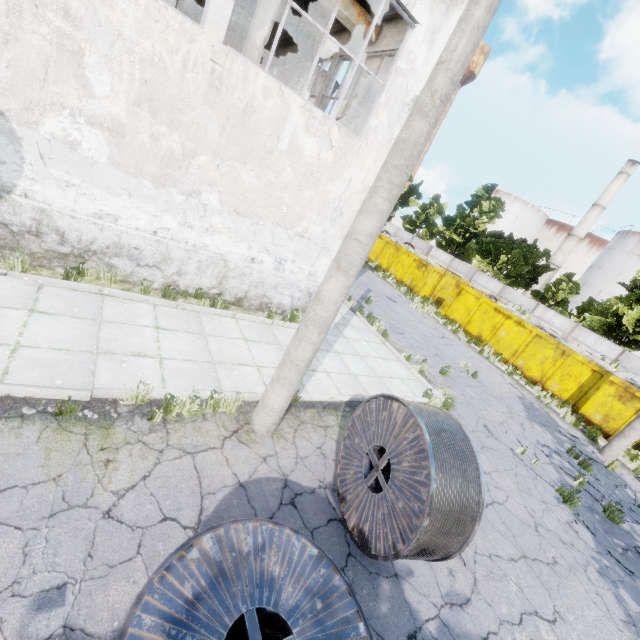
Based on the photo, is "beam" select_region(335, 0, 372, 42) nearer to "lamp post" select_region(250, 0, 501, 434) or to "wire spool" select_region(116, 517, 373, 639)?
"lamp post" select_region(250, 0, 501, 434)

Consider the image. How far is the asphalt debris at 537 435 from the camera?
10.6 meters

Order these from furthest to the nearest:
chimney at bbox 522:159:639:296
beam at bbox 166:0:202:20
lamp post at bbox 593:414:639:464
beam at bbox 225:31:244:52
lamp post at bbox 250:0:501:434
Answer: chimney at bbox 522:159:639:296 < beam at bbox 225:31:244:52 < beam at bbox 166:0:202:20 < lamp post at bbox 593:414:639:464 < lamp post at bbox 250:0:501:434

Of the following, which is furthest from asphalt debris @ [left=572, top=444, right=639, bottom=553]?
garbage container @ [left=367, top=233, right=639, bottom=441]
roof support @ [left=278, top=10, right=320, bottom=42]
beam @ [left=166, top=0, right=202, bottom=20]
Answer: beam @ [left=166, top=0, right=202, bottom=20]

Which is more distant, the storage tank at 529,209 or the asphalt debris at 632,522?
the storage tank at 529,209

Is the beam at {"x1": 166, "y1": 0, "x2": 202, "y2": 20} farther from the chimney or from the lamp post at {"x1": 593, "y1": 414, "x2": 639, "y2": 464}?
the chimney

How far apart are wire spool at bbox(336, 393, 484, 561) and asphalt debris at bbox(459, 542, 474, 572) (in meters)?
1.05

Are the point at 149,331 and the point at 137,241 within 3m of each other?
yes
